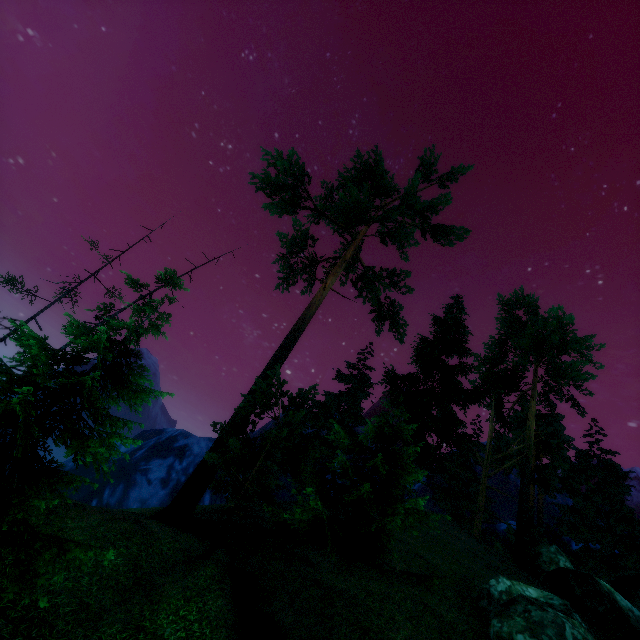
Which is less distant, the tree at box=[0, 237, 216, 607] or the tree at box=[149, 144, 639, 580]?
the tree at box=[0, 237, 216, 607]

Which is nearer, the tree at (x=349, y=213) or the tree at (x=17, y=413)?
the tree at (x=17, y=413)

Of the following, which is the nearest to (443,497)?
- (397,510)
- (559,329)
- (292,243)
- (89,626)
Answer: (559,329)
